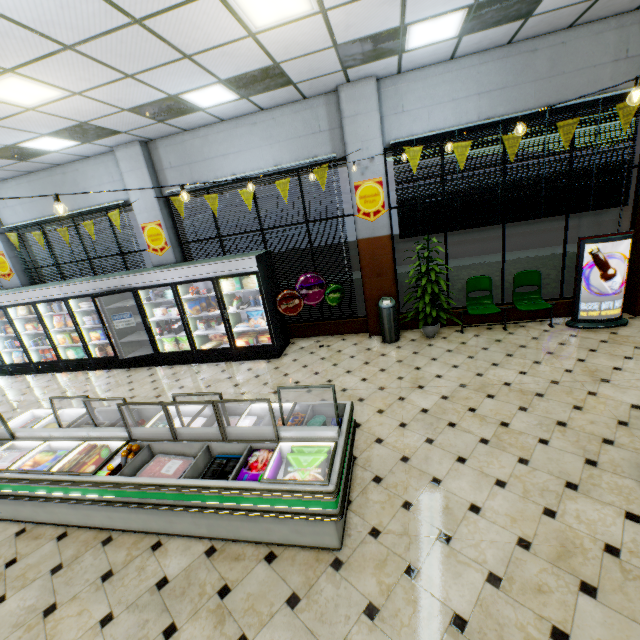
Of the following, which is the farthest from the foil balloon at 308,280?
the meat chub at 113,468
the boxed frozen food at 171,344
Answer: the meat chub at 113,468

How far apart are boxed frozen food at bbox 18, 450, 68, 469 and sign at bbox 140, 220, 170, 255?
5.1m

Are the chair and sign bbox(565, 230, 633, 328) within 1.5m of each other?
yes

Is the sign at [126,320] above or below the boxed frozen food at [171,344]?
above

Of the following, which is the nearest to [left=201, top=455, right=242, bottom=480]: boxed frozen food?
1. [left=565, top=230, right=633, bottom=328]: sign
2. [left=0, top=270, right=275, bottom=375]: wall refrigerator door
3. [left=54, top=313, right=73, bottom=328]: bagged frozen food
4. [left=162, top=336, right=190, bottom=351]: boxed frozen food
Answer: [left=0, top=270, right=275, bottom=375]: wall refrigerator door

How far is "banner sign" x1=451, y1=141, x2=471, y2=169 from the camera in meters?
5.8 m

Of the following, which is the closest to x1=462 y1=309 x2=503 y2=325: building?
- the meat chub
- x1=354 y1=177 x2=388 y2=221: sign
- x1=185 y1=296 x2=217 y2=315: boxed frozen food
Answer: x1=354 y1=177 x2=388 y2=221: sign

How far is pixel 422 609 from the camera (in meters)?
2.39
